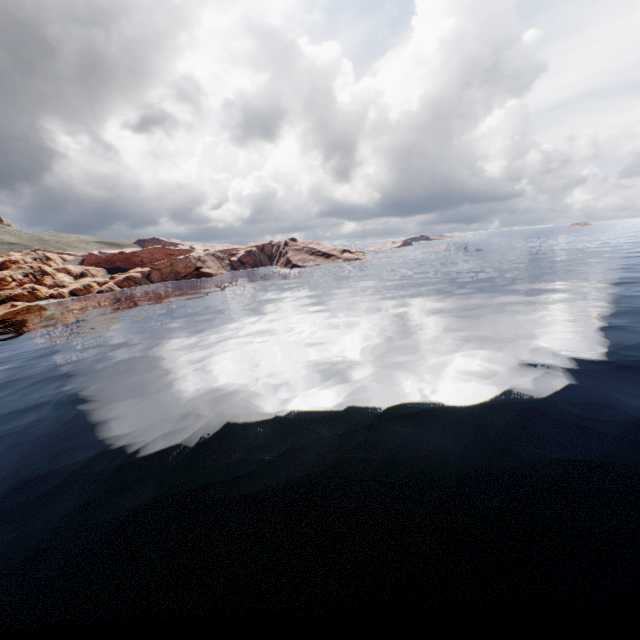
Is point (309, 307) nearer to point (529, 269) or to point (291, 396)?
point (291, 396)
